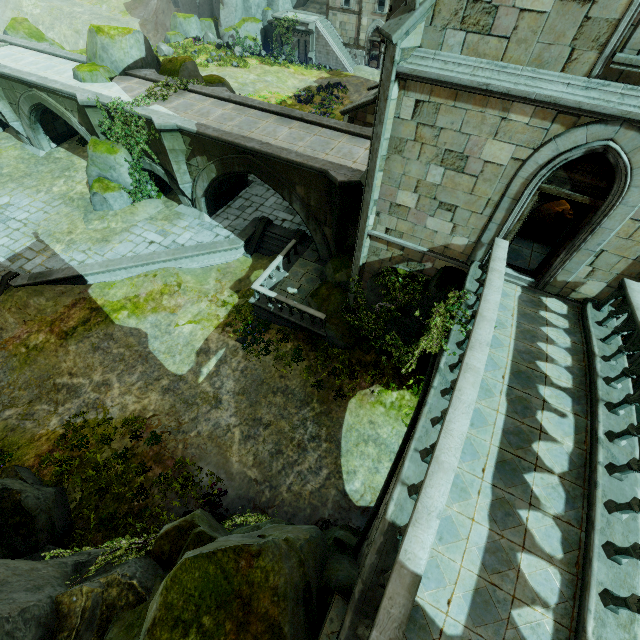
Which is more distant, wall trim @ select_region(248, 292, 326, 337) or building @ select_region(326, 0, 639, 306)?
wall trim @ select_region(248, 292, 326, 337)

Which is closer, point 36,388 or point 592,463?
point 592,463

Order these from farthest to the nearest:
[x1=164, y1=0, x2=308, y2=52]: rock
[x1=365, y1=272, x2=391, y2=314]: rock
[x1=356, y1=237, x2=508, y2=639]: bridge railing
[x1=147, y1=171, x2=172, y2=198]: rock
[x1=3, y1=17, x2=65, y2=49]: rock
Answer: [x1=164, y1=0, x2=308, y2=52]: rock < [x1=3, y1=17, x2=65, y2=49]: rock < [x1=147, y1=171, x2=172, y2=198]: rock < [x1=365, y1=272, x2=391, y2=314]: rock < [x1=356, y1=237, x2=508, y2=639]: bridge railing

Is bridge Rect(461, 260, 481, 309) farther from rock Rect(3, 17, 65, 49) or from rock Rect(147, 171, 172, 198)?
rock Rect(3, 17, 65, 49)

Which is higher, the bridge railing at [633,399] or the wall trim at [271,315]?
the bridge railing at [633,399]

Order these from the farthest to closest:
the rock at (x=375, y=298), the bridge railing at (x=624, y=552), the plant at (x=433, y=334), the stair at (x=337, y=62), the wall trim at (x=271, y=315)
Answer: the stair at (x=337, y=62)
the wall trim at (x=271, y=315)
the rock at (x=375, y=298)
the plant at (x=433, y=334)
the bridge railing at (x=624, y=552)

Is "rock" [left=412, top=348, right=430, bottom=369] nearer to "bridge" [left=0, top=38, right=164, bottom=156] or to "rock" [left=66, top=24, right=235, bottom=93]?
"bridge" [left=0, top=38, right=164, bottom=156]

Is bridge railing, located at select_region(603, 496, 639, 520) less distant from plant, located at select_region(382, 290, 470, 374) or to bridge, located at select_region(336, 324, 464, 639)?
bridge, located at select_region(336, 324, 464, 639)
